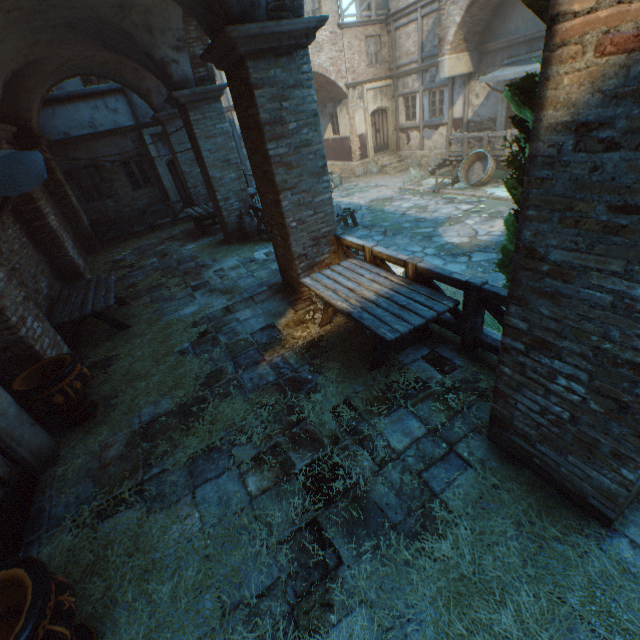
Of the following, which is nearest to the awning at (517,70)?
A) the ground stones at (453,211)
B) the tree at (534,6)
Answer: the ground stones at (453,211)

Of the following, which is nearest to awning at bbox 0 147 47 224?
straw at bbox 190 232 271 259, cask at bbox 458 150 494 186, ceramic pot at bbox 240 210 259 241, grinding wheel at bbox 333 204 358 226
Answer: straw at bbox 190 232 271 259

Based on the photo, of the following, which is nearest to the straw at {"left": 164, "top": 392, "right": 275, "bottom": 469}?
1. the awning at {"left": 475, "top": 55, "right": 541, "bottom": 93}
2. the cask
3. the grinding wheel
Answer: the grinding wheel

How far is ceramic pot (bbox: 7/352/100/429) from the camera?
3.9m

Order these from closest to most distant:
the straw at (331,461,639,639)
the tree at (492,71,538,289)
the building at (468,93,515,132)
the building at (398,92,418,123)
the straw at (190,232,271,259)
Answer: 1. the straw at (331,461,639,639)
2. the tree at (492,71,538,289)
3. the straw at (190,232,271,259)
4. the building at (468,93,515,132)
5. the building at (398,92,418,123)

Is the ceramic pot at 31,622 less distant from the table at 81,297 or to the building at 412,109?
the building at 412,109

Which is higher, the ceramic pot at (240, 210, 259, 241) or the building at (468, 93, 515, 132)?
the building at (468, 93, 515, 132)

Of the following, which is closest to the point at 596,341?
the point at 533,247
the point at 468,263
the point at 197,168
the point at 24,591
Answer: the point at 533,247
